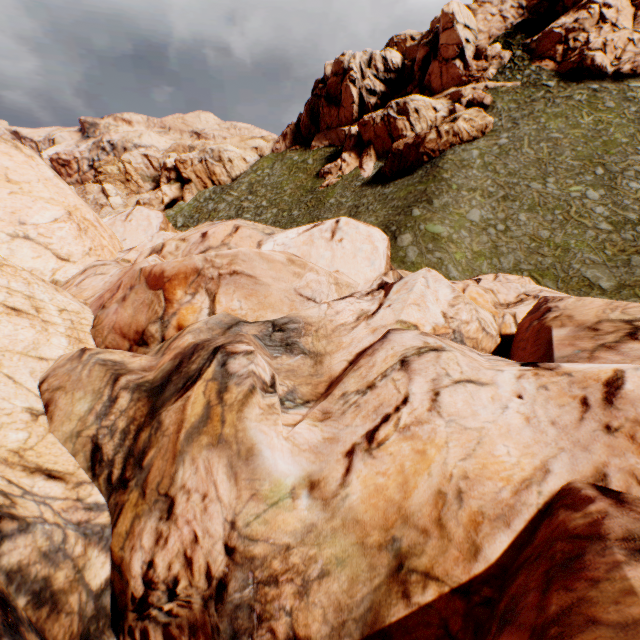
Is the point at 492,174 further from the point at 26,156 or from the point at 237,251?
the point at 26,156
